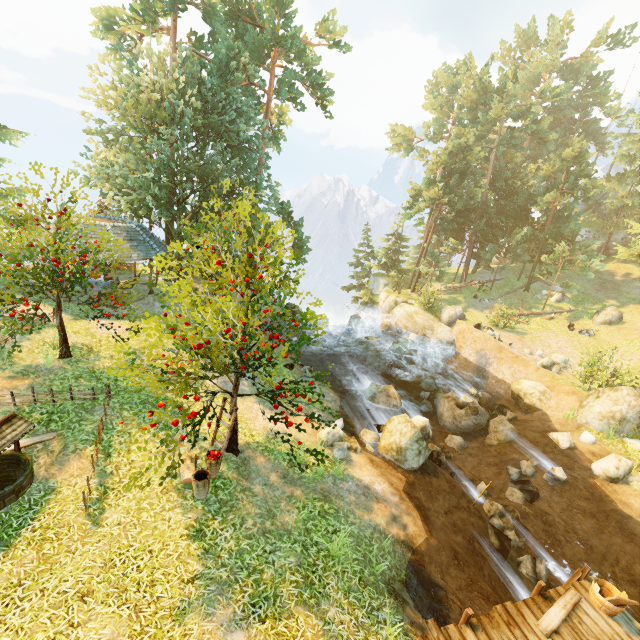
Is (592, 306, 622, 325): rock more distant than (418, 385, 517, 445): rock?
Yes

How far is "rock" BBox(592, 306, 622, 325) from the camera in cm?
2586

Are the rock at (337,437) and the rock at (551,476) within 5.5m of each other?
no

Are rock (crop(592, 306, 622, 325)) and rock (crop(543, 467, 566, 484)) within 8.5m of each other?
no

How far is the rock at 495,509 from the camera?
10.6 meters

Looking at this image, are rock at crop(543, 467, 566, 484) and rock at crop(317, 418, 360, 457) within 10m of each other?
yes

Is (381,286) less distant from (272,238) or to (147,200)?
(272,238)

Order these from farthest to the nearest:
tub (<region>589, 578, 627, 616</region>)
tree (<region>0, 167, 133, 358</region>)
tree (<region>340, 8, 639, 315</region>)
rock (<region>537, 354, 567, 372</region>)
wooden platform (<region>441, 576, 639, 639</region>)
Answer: tree (<region>340, 8, 639, 315</region>) < rock (<region>537, 354, 567, 372</region>) < tree (<region>0, 167, 133, 358</region>) < tub (<region>589, 578, 627, 616</region>) < wooden platform (<region>441, 576, 639, 639</region>)
